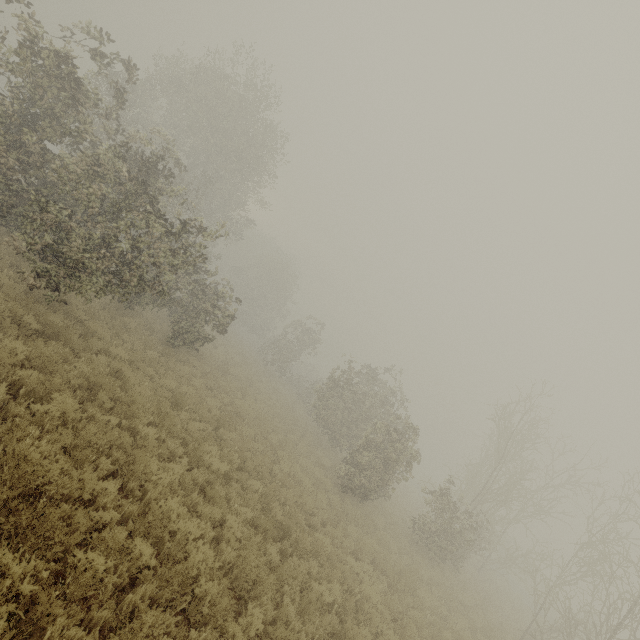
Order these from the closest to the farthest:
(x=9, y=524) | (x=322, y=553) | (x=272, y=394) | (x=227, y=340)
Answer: (x=9, y=524), (x=322, y=553), (x=272, y=394), (x=227, y=340)
